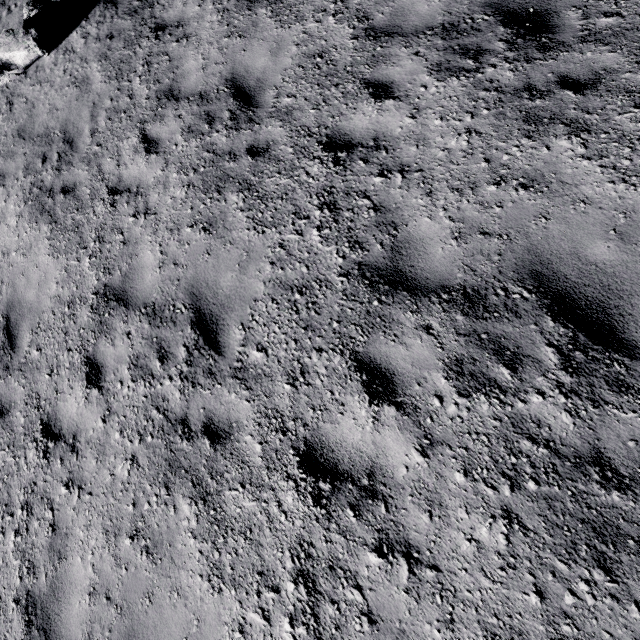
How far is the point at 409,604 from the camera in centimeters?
268cm
